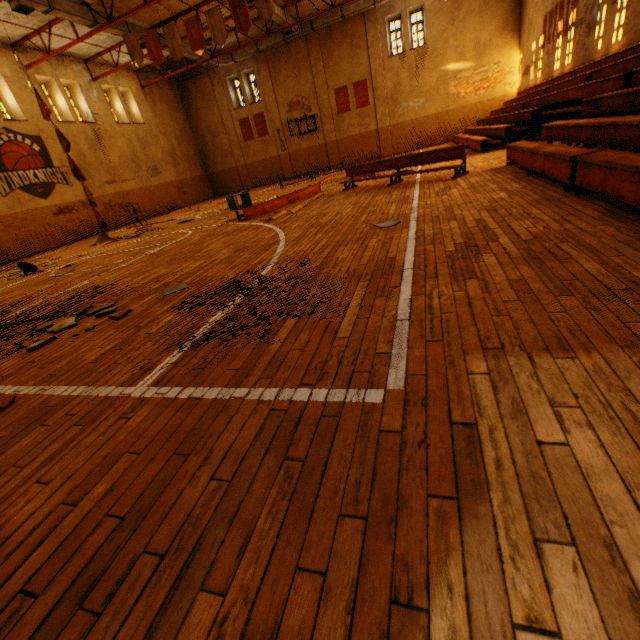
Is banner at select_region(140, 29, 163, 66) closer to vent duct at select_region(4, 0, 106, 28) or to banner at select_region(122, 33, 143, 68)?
banner at select_region(122, 33, 143, 68)

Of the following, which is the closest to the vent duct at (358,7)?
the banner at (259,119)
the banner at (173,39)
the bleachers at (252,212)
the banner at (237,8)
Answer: the banner at (237,8)

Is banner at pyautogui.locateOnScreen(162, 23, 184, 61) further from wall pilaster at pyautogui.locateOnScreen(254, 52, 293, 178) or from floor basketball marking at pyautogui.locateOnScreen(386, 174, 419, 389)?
wall pilaster at pyautogui.locateOnScreen(254, 52, 293, 178)

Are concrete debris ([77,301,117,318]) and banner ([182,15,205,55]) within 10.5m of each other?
no

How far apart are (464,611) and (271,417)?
1.1 meters

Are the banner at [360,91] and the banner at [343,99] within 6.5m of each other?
yes

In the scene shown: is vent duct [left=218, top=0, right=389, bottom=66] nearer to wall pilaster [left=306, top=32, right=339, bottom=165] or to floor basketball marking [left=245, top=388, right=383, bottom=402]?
wall pilaster [left=306, top=32, right=339, bottom=165]

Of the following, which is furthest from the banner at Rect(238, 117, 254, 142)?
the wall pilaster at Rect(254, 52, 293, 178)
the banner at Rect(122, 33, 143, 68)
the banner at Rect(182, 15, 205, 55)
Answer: the banner at Rect(182, 15, 205, 55)
